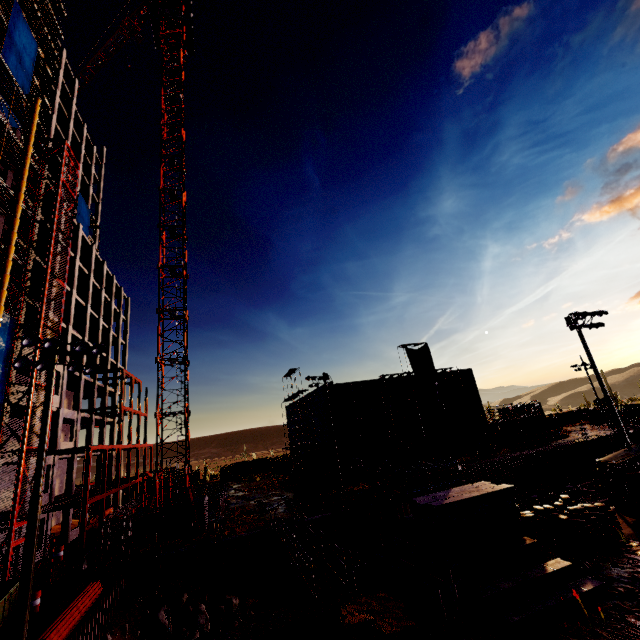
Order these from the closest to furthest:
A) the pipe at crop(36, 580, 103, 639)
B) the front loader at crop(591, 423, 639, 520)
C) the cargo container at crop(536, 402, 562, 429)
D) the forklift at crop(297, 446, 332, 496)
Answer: the pipe at crop(36, 580, 103, 639)
the front loader at crop(591, 423, 639, 520)
the forklift at crop(297, 446, 332, 496)
the cargo container at crop(536, 402, 562, 429)

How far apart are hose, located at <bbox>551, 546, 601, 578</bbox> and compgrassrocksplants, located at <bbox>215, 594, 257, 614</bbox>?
17.44m

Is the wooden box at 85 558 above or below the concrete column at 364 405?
below

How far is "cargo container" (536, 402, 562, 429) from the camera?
55.2m

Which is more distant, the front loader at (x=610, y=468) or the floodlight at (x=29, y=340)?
the front loader at (x=610, y=468)

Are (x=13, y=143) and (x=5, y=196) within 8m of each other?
yes

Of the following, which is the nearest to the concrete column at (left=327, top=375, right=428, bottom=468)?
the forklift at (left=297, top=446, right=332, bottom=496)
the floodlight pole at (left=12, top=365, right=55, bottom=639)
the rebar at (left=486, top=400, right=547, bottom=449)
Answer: the rebar at (left=486, top=400, right=547, bottom=449)

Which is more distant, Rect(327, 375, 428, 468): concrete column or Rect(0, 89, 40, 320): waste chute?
Rect(327, 375, 428, 468): concrete column
